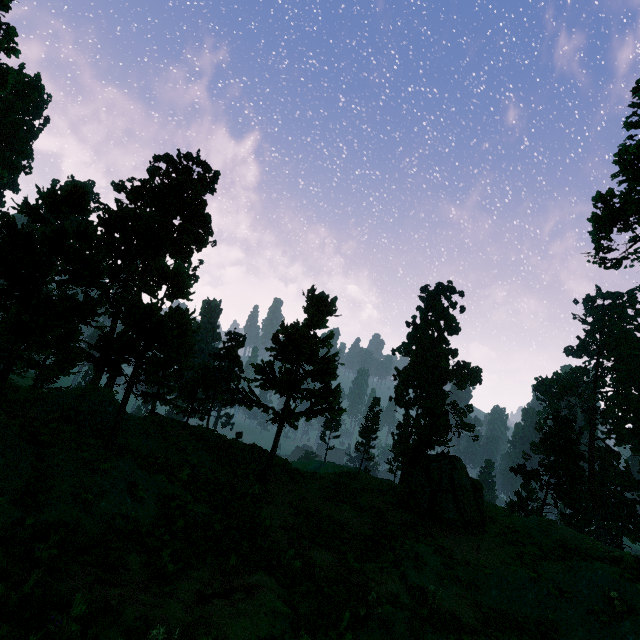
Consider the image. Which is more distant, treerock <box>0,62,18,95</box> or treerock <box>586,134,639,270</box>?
treerock <box>0,62,18,95</box>

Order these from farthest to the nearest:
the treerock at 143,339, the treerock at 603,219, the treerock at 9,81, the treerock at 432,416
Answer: the treerock at 9,81, the treerock at 432,416, the treerock at 603,219, the treerock at 143,339

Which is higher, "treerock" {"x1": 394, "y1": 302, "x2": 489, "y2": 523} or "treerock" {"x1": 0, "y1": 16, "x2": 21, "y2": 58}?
"treerock" {"x1": 0, "y1": 16, "x2": 21, "y2": 58}

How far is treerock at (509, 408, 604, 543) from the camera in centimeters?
4269cm

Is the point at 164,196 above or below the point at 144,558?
above

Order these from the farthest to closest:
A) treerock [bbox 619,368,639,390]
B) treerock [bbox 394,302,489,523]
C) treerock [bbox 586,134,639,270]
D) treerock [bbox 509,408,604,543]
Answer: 1. treerock [bbox 619,368,639,390]
2. treerock [bbox 509,408,604,543]
3. treerock [bbox 394,302,489,523]
4. treerock [bbox 586,134,639,270]

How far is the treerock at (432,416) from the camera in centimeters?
1780cm
